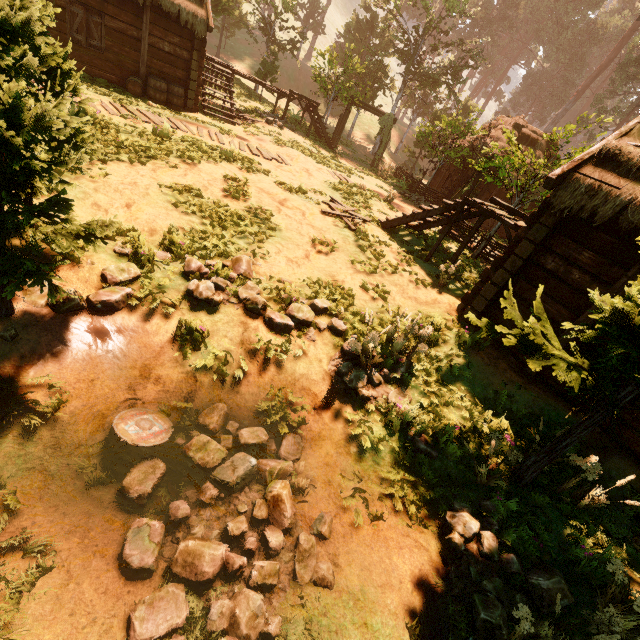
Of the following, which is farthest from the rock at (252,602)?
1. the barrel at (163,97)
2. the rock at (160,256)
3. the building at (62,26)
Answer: the barrel at (163,97)

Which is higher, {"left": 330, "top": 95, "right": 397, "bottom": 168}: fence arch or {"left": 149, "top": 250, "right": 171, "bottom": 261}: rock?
{"left": 330, "top": 95, "right": 397, "bottom": 168}: fence arch

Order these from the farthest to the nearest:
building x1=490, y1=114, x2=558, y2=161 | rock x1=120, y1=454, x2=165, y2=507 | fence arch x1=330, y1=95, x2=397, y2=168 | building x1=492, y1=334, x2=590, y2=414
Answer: fence arch x1=330, y1=95, x2=397, y2=168, building x1=490, y1=114, x2=558, y2=161, building x1=492, y1=334, x2=590, y2=414, rock x1=120, y1=454, x2=165, y2=507

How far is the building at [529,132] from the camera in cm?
1973

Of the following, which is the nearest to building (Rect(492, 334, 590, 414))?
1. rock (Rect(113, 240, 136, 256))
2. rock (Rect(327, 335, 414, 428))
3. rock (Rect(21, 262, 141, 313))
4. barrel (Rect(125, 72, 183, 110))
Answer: barrel (Rect(125, 72, 183, 110))

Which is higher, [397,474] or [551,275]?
[551,275]

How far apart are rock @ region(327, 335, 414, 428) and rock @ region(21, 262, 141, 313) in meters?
3.6

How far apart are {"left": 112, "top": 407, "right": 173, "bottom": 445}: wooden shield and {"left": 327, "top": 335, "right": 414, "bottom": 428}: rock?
2.7m
